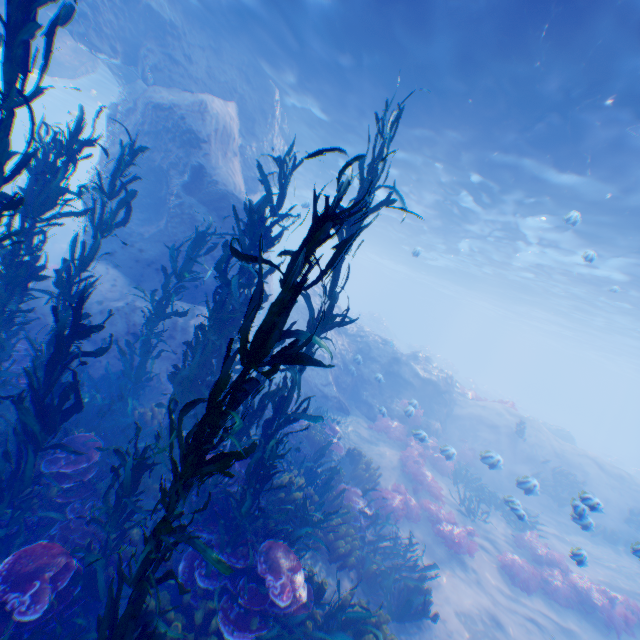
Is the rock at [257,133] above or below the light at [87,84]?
below

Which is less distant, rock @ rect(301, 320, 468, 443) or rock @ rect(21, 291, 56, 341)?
rock @ rect(21, 291, 56, 341)

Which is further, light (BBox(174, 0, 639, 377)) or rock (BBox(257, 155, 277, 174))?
rock (BBox(257, 155, 277, 174))

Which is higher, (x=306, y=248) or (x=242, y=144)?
(x=242, y=144)

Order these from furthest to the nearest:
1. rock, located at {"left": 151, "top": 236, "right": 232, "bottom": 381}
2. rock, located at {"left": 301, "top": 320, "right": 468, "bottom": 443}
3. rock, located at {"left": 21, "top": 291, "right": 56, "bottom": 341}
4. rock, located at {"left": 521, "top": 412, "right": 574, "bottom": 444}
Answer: rock, located at {"left": 521, "top": 412, "right": 574, "bottom": 444}, rock, located at {"left": 301, "top": 320, "right": 468, "bottom": 443}, rock, located at {"left": 151, "top": 236, "right": 232, "bottom": 381}, rock, located at {"left": 21, "top": 291, "right": 56, "bottom": 341}

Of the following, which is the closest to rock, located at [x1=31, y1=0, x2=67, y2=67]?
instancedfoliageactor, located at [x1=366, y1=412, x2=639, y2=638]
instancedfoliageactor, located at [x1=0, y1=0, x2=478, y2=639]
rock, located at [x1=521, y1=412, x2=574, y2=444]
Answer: instancedfoliageactor, located at [x1=0, y1=0, x2=478, y2=639]

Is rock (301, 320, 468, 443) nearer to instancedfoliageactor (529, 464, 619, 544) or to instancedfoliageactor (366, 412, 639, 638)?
instancedfoliageactor (529, 464, 619, 544)

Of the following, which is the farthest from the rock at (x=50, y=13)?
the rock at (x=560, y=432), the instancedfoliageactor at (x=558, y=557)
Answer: the rock at (x=560, y=432)
